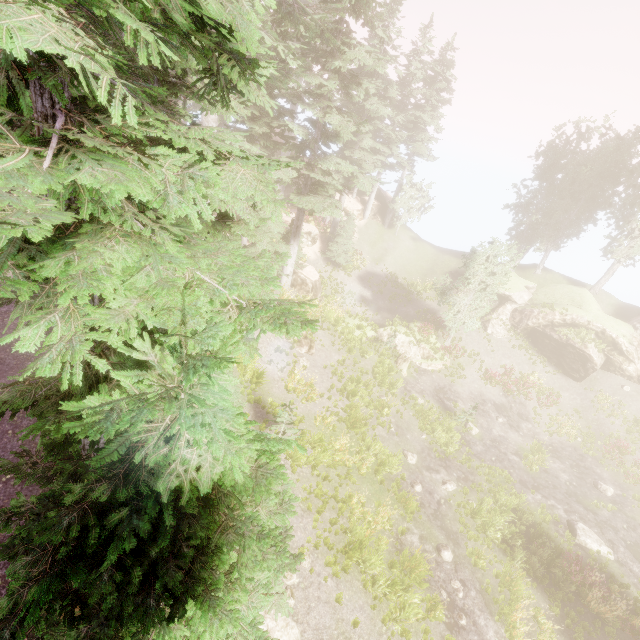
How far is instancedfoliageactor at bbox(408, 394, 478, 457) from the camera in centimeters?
2000cm

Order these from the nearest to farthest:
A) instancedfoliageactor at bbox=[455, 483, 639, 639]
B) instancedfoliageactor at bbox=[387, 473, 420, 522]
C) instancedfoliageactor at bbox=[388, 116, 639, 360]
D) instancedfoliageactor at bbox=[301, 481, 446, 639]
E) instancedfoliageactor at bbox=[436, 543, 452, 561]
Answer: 1. instancedfoliageactor at bbox=[301, 481, 446, 639]
2. instancedfoliageactor at bbox=[455, 483, 639, 639]
3. instancedfoliageactor at bbox=[436, 543, 452, 561]
4. instancedfoliageactor at bbox=[387, 473, 420, 522]
5. instancedfoliageactor at bbox=[388, 116, 639, 360]

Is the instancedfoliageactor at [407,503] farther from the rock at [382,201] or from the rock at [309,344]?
the rock at [309,344]

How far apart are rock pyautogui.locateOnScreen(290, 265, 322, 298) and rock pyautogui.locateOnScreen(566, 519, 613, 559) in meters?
20.5

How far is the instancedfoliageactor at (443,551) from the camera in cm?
1399

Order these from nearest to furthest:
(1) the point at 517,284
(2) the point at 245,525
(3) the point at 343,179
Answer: (2) the point at 245,525 → (3) the point at 343,179 → (1) the point at 517,284

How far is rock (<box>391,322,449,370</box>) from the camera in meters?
25.6
